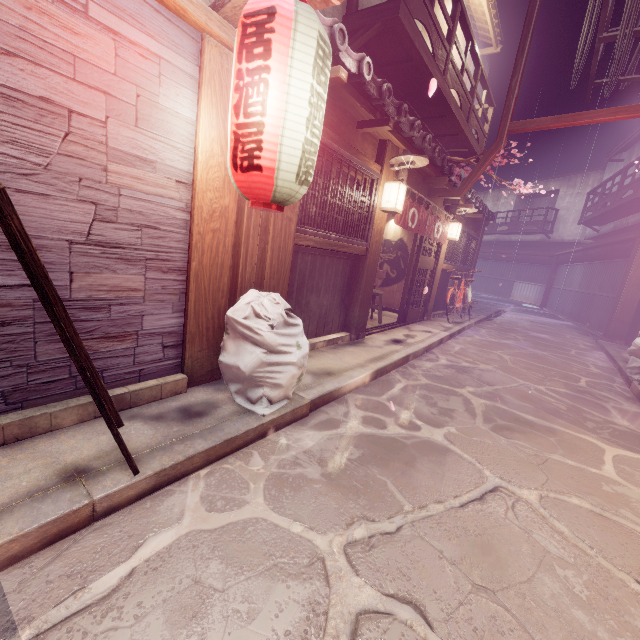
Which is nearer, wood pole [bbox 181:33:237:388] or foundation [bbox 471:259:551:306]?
wood pole [bbox 181:33:237:388]

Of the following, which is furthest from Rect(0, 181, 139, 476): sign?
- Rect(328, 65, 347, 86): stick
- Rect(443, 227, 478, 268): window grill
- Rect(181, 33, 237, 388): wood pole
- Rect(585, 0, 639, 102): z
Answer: Rect(443, 227, 478, 268): window grill

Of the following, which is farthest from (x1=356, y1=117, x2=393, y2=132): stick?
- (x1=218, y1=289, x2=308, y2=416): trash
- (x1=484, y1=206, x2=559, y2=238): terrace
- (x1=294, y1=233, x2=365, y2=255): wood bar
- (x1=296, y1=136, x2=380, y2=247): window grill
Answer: (x1=484, y1=206, x2=559, y2=238): terrace

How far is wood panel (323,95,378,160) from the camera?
7.2 meters

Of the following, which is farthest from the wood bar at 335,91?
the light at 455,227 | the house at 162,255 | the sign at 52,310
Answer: the sign at 52,310

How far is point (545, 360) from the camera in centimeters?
1285cm

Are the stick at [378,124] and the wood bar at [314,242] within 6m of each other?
yes

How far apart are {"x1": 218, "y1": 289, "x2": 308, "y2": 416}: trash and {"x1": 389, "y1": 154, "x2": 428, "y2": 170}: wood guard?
5.67m
